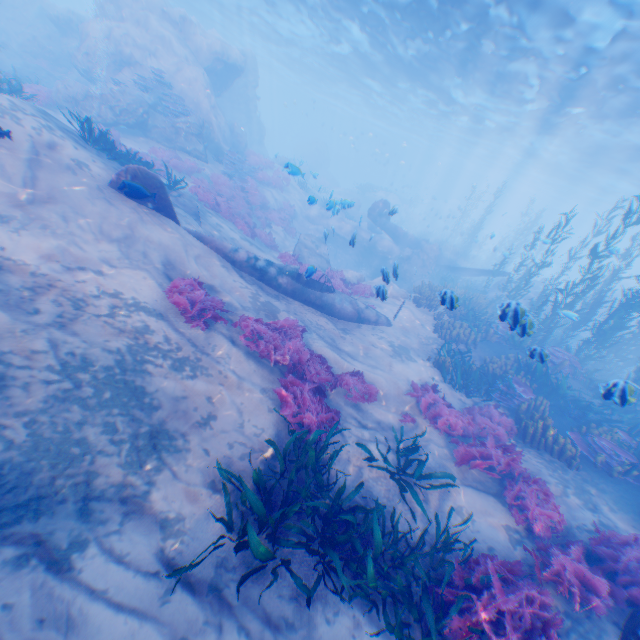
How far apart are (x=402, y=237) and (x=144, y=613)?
25.0 meters

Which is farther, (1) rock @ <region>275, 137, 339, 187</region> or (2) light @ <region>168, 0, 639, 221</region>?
(1) rock @ <region>275, 137, 339, 187</region>

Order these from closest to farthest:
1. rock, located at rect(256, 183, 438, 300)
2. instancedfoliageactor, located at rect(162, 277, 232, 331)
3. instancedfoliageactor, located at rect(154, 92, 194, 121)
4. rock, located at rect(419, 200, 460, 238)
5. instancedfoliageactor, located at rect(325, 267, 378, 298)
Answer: instancedfoliageactor, located at rect(162, 277, 232, 331) → instancedfoliageactor, located at rect(325, 267, 378, 298) → rock, located at rect(256, 183, 438, 300) → instancedfoliageactor, located at rect(154, 92, 194, 121) → rock, located at rect(419, 200, 460, 238)

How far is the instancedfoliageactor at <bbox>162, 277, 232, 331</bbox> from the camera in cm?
720

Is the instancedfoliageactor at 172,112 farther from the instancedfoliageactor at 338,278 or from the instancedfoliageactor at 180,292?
the instancedfoliageactor at 180,292

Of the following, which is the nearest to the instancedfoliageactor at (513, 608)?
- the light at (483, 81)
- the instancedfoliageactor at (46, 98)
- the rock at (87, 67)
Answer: the rock at (87, 67)

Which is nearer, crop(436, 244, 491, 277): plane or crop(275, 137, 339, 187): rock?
crop(275, 137, 339, 187): rock

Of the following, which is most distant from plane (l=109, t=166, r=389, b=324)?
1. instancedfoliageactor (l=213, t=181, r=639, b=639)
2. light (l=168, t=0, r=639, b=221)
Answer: light (l=168, t=0, r=639, b=221)
